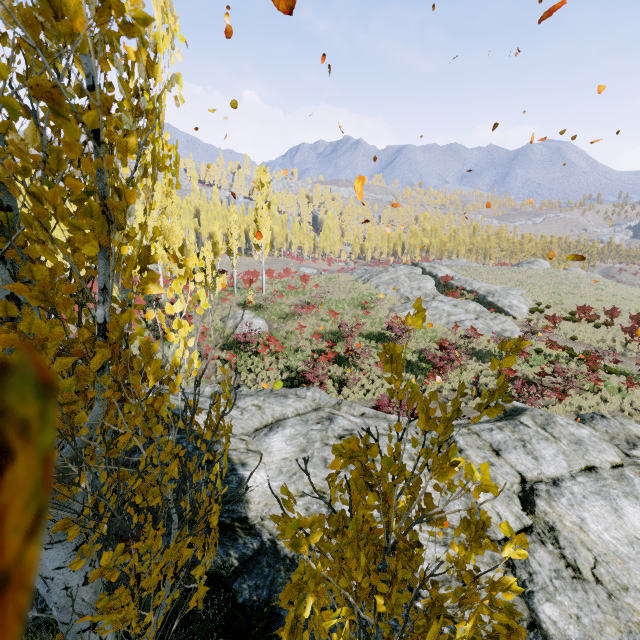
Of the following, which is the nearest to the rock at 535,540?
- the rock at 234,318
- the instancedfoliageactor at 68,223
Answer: the instancedfoliageactor at 68,223

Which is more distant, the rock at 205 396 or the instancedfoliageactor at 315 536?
the rock at 205 396

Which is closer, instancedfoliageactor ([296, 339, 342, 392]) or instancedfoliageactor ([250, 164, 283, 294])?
instancedfoliageactor ([296, 339, 342, 392])

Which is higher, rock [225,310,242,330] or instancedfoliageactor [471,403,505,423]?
instancedfoliageactor [471,403,505,423]

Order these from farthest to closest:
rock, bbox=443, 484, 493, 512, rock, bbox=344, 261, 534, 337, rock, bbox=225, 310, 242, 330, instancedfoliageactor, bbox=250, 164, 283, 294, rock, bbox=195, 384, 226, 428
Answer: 1. instancedfoliageactor, bbox=250, 164, 283, 294
2. rock, bbox=344, 261, 534, 337
3. rock, bbox=225, 310, 242, 330
4. rock, bbox=195, 384, 226, 428
5. rock, bbox=443, 484, 493, 512

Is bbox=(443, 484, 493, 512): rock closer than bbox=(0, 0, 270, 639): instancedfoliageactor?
No

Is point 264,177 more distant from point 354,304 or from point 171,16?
point 171,16

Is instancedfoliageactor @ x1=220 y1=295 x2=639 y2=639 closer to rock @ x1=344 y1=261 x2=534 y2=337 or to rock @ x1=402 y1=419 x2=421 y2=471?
rock @ x1=402 y1=419 x2=421 y2=471
